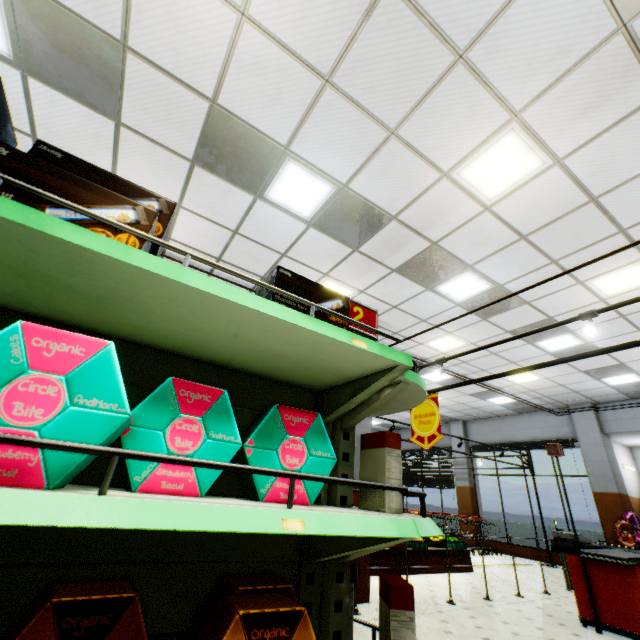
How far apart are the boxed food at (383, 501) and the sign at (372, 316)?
0.6m

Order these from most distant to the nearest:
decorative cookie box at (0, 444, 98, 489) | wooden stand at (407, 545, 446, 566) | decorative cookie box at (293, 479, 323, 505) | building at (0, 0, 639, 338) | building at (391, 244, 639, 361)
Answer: wooden stand at (407, 545, 446, 566) < building at (391, 244, 639, 361) < building at (0, 0, 639, 338) < decorative cookie box at (293, 479, 323, 505) < decorative cookie box at (0, 444, 98, 489)

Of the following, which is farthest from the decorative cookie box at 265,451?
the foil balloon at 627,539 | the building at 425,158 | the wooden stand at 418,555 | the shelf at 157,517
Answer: the foil balloon at 627,539

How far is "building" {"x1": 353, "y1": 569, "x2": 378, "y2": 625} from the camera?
4.3m

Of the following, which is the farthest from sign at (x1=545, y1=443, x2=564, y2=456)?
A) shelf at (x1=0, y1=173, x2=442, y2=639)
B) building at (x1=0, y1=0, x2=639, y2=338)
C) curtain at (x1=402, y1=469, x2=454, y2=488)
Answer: curtain at (x1=402, y1=469, x2=454, y2=488)

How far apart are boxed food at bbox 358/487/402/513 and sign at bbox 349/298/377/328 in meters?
0.6

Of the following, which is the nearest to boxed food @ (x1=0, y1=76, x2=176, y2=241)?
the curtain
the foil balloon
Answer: the foil balloon

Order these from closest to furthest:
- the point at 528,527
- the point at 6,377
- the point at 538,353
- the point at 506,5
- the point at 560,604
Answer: the point at 6,377
the point at 506,5
the point at 560,604
the point at 538,353
the point at 528,527
